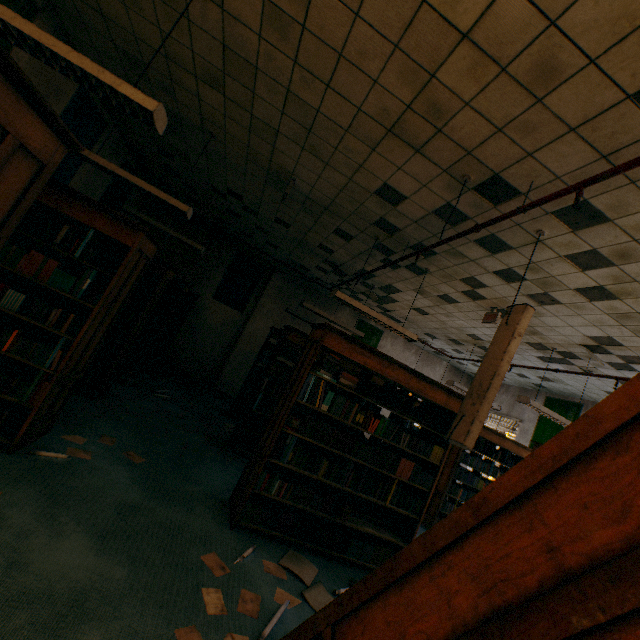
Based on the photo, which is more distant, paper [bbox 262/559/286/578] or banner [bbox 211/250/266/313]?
banner [bbox 211/250/266/313]

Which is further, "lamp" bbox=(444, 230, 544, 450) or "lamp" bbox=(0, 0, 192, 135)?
"lamp" bbox=(444, 230, 544, 450)

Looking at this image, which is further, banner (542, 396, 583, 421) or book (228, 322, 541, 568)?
banner (542, 396, 583, 421)

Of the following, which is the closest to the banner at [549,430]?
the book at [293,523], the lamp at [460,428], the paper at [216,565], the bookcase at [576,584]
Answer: the book at [293,523]

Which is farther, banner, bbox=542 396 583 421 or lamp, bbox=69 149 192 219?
banner, bbox=542 396 583 421

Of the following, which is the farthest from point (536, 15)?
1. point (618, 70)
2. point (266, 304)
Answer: point (266, 304)

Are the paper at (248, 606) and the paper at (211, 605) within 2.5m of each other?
yes

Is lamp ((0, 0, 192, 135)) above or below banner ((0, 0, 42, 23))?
below
